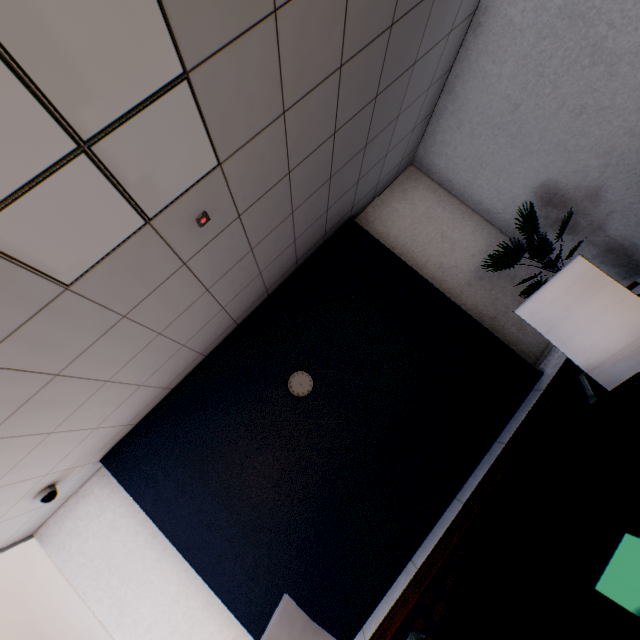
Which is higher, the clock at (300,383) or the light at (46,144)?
the light at (46,144)

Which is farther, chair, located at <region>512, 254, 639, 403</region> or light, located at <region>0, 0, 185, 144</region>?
chair, located at <region>512, 254, 639, 403</region>

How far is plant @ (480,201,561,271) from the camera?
3.2m

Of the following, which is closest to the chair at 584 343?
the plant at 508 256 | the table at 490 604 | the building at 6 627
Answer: the table at 490 604

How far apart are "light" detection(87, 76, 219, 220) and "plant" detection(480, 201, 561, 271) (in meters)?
2.88

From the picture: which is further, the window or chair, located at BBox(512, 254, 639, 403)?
the window

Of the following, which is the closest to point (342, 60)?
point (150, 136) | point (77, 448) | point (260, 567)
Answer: point (150, 136)

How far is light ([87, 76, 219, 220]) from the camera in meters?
1.3
